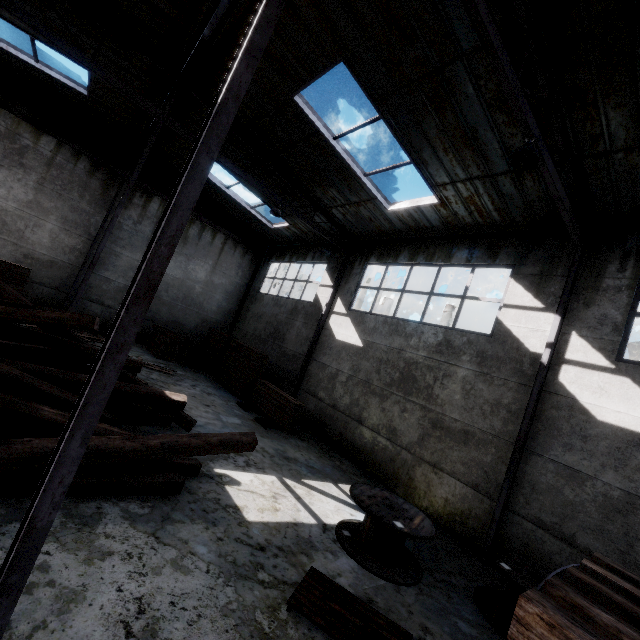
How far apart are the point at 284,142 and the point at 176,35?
3.5 meters

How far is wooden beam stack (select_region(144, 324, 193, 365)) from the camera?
14.3 meters

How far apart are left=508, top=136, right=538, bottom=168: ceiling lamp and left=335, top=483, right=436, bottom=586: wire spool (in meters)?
6.24

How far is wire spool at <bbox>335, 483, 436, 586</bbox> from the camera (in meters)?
4.98

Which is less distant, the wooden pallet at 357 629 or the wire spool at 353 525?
the wooden pallet at 357 629

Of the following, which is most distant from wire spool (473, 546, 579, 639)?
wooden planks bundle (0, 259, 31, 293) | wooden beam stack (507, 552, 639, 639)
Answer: wooden planks bundle (0, 259, 31, 293)

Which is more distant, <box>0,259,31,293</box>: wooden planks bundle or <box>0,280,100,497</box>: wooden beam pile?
<box>0,259,31,293</box>: wooden planks bundle

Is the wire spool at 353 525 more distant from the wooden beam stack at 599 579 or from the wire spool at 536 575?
the wooden beam stack at 599 579
